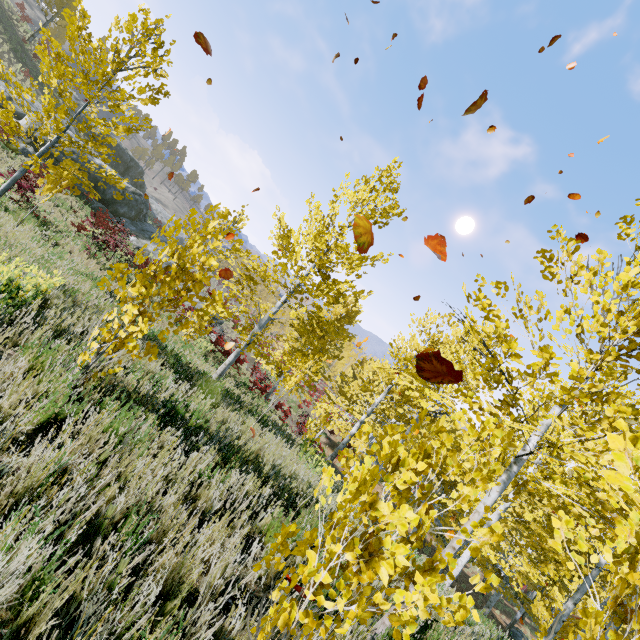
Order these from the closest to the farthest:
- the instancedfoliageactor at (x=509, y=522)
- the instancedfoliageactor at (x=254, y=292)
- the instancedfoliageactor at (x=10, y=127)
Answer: the instancedfoliageactor at (x=509, y=522), the instancedfoliageactor at (x=10, y=127), the instancedfoliageactor at (x=254, y=292)

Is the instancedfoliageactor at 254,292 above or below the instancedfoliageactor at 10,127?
above

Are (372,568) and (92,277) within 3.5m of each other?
no

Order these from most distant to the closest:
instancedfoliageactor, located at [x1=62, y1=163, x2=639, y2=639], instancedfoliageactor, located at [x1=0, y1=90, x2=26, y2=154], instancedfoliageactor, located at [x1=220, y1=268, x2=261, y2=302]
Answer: instancedfoliageactor, located at [x1=220, y1=268, x2=261, y2=302] < instancedfoliageactor, located at [x1=0, y1=90, x2=26, y2=154] < instancedfoliageactor, located at [x1=62, y1=163, x2=639, y2=639]

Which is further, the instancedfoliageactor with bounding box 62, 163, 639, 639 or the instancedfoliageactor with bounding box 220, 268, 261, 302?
the instancedfoliageactor with bounding box 220, 268, 261, 302

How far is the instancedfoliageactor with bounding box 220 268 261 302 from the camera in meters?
7.9

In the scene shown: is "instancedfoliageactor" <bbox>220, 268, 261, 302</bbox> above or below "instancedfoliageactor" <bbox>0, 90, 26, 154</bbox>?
above
